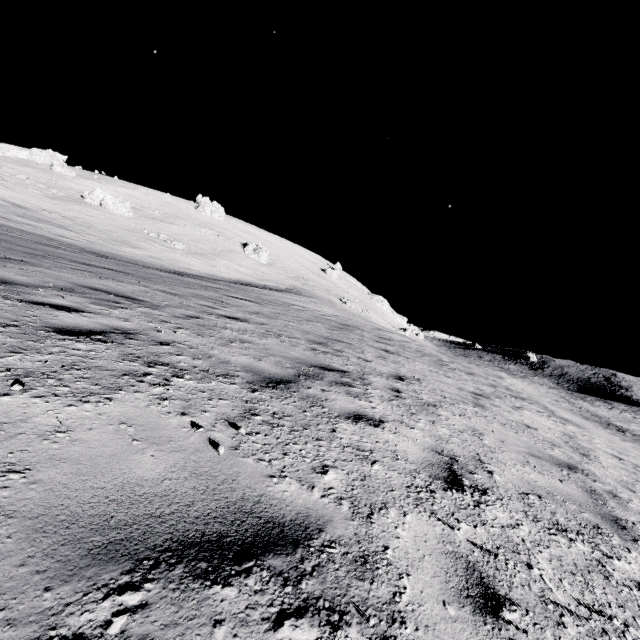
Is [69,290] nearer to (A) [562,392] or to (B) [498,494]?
(B) [498,494]

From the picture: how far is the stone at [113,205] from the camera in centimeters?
4875cm

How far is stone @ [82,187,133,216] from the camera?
48.75m
